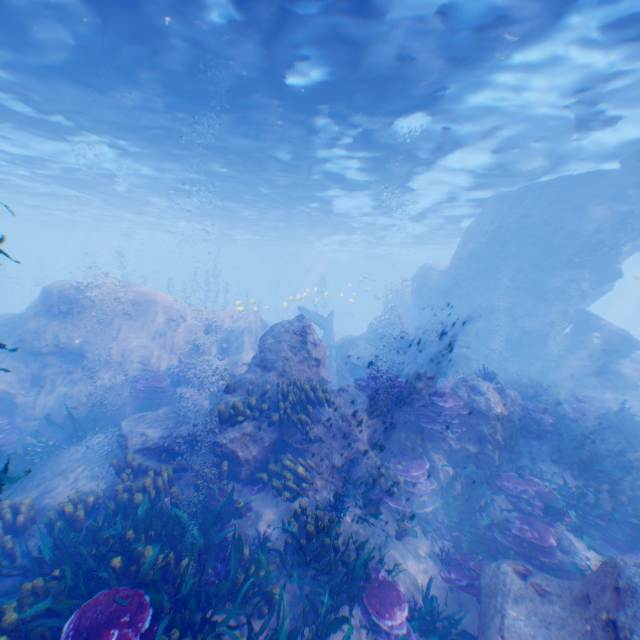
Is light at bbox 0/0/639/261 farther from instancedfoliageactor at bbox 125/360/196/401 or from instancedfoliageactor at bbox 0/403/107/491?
instancedfoliageactor at bbox 0/403/107/491

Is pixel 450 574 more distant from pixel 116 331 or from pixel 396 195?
pixel 396 195

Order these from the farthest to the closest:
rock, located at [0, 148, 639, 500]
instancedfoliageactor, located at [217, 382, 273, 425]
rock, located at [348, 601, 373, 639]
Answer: rock, located at [0, 148, 639, 500] < instancedfoliageactor, located at [217, 382, 273, 425] < rock, located at [348, 601, 373, 639]

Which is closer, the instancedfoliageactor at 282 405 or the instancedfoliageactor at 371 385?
the instancedfoliageactor at 282 405

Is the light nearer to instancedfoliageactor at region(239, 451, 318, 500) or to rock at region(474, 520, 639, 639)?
rock at region(474, 520, 639, 639)

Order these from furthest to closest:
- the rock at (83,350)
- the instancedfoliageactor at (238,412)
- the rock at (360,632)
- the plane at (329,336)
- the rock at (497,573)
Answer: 1. the plane at (329,336)
2. the rock at (83,350)
3. the instancedfoliageactor at (238,412)
4. the rock at (360,632)
5. the rock at (497,573)

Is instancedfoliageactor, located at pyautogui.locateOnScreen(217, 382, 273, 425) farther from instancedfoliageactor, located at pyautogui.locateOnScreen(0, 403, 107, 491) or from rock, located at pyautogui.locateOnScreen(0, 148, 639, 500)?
instancedfoliageactor, located at pyautogui.locateOnScreen(0, 403, 107, 491)
